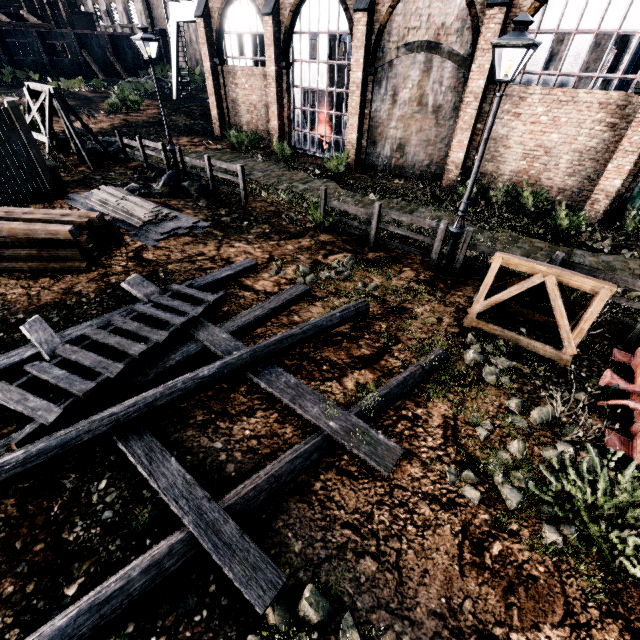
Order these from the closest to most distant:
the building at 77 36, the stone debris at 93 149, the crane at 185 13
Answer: the stone debris at 93 149 → the crane at 185 13 → the building at 77 36

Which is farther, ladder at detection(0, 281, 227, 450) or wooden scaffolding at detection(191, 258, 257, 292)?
wooden scaffolding at detection(191, 258, 257, 292)

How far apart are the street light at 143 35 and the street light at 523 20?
13.4 meters

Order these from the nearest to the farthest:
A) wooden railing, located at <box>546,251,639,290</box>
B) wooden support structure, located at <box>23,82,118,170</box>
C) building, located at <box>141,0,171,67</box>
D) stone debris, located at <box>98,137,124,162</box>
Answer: wooden railing, located at <box>546,251,639,290</box>, wooden support structure, located at <box>23,82,118,170</box>, stone debris, located at <box>98,137,124,162</box>, building, located at <box>141,0,171,67</box>

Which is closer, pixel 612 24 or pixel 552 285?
pixel 552 285

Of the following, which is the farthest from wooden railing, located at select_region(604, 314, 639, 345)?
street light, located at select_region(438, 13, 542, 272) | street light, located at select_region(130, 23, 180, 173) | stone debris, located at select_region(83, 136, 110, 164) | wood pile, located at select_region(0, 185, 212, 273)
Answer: stone debris, located at select_region(83, 136, 110, 164)

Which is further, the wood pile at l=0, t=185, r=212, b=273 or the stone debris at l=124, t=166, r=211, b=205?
the stone debris at l=124, t=166, r=211, b=205

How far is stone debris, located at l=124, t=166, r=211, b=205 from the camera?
13.6 meters
